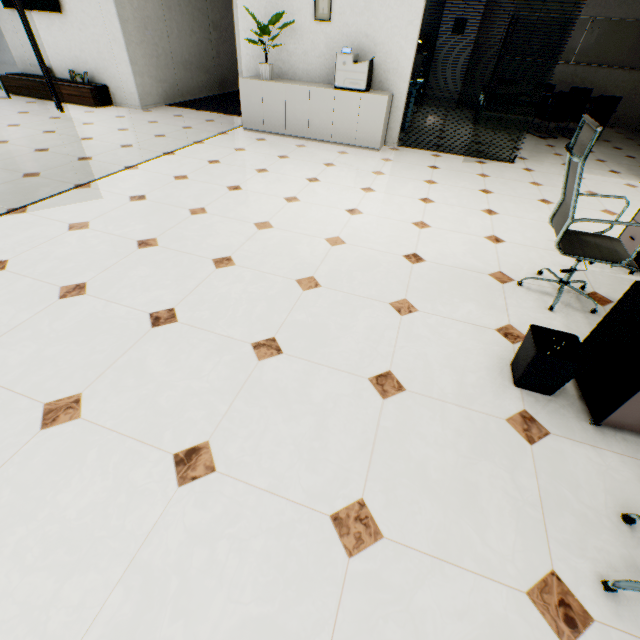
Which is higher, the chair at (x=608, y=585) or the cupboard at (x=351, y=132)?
the cupboard at (x=351, y=132)

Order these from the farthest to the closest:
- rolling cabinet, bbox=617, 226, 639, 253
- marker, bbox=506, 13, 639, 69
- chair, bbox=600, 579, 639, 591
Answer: marker, bbox=506, 13, 639, 69 → rolling cabinet, bbox=617, 226, 639, 253 → chair, bbox=600, 579, 639, 591

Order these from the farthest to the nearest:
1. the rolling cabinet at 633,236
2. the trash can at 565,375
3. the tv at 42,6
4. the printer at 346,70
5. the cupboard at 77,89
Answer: the cupboard at 77,89, the tv at 42,6, the printer at 346,70, the rolling cabinet at 633,236, the trash can at 565,375

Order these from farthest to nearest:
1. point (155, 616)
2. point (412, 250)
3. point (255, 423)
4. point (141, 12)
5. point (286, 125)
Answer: point (141, 12) < point (286, 125) < point (412, 250) < point (255, 423) < point (155, 616)

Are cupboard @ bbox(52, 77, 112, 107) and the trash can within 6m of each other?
no

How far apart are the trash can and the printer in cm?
494

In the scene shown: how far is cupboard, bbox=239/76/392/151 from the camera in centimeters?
521cm

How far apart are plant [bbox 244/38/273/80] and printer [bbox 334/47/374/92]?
0.9 meters
